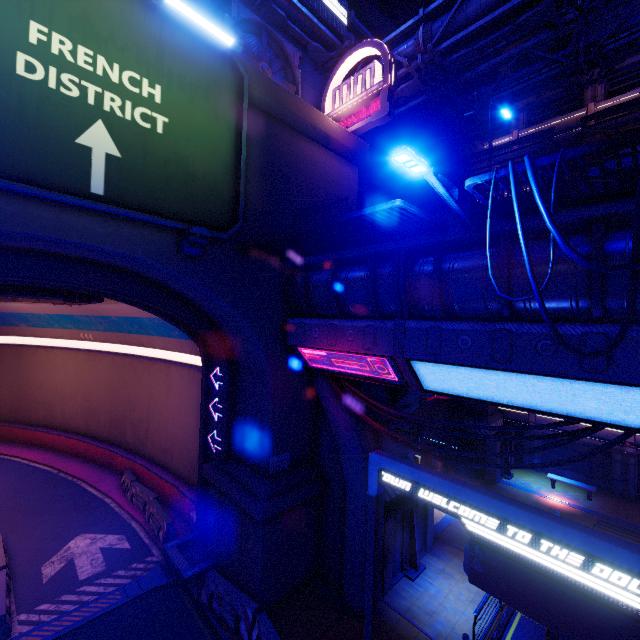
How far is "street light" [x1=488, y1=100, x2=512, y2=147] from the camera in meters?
11.9 m

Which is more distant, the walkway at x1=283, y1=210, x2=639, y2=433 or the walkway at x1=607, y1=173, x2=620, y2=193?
the walkway at x1=283, y1=210, x2=639, y2=433

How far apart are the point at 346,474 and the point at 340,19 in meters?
20.0

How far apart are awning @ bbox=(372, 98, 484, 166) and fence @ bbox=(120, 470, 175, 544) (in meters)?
24.62

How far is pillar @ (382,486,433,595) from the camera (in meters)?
12.27

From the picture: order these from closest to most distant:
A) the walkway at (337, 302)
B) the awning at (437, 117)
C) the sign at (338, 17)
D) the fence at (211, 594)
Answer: the walkway at (337, 302)
the fence at (211, 594)
the sign at (338, 17)
the awning at (437, 117)

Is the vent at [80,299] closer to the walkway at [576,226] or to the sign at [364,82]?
the walkway at [576,226]

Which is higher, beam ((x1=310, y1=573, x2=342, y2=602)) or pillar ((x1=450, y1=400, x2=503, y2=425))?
pillar ((x1=450, y1=400, x2=503, y2=425))
